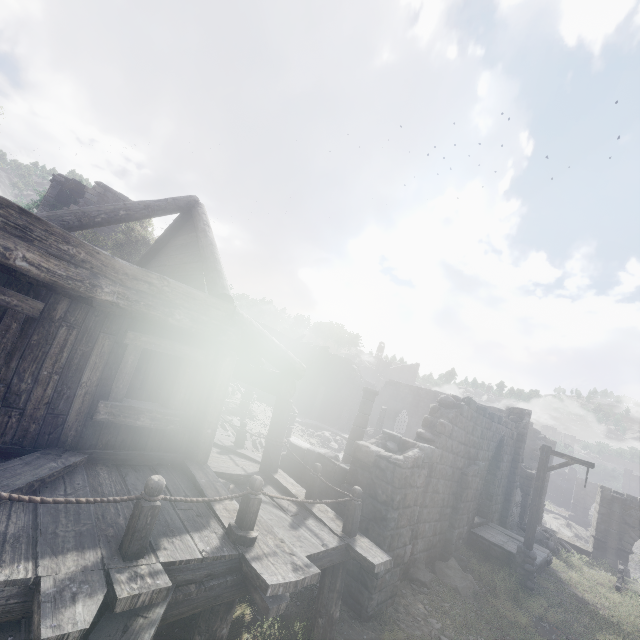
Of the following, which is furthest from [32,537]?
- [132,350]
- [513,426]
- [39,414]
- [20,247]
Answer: [513,426]

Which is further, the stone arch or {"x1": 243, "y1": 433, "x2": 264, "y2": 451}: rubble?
the stone arch

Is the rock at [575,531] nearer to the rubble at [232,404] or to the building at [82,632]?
the building at [82,632]

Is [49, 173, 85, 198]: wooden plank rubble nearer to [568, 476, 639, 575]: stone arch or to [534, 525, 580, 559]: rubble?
[534, 525, 580, 559]: rubble

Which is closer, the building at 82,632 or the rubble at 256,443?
the building at 82,632

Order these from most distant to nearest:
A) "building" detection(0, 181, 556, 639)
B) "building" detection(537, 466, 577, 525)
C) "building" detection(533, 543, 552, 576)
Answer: "building" detection(537, 466, 577, 525), "building" detection(533, 543, 552, 576), "building" detection(0, 181, 556, 639)

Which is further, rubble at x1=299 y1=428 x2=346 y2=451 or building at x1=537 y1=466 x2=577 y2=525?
building at x1=537 y1=466 x2=577 y2=525

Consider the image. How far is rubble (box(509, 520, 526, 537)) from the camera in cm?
1858
